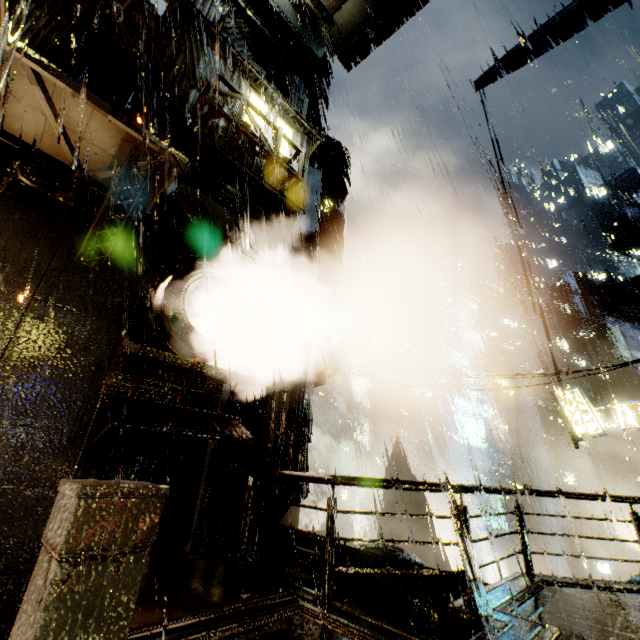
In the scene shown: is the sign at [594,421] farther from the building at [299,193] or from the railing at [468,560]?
the railing at [468,560]

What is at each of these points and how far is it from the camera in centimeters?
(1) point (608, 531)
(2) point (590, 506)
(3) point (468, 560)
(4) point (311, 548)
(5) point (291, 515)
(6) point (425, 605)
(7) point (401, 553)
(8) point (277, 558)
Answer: (1) building, 4328cm
(2) building, 4484cm
(3) railing, 474cm
(4) building, 966cm
(5) building, 2177cm
(6) building vent, 1033cm
(7) building vent, 1245cm
(8) building, 859cm

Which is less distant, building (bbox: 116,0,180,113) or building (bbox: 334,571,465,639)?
building (bbox: 334,571,465,639)

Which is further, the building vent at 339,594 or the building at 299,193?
the building vent at 339,594

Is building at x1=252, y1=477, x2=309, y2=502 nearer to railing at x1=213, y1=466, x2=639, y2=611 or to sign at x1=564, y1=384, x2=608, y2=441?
railing at x1=213, y1=466, x2=639, y2=611

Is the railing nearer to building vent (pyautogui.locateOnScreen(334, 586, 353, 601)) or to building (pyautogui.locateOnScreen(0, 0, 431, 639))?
building (pyautogui.locateOnScreen(0, 0, 431, 639))
